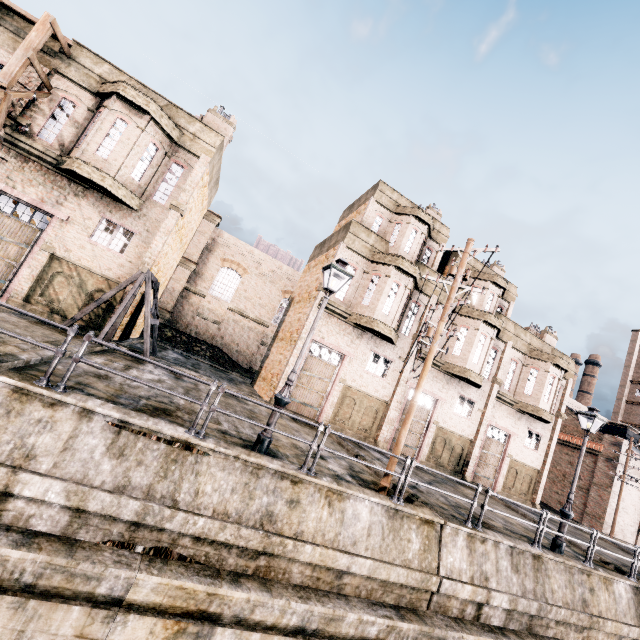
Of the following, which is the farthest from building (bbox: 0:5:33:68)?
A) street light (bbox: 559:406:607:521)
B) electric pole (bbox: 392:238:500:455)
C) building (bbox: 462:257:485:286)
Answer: street light (bbox: 559:406:607:521)

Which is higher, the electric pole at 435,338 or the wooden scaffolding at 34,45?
the wooden scaffolding at 34,45

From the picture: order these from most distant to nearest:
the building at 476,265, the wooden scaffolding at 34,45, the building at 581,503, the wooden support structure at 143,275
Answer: the building at 581,503, the building at 476,265, the wooden support structure at 143,275, the wooden scaffolding at 34,45

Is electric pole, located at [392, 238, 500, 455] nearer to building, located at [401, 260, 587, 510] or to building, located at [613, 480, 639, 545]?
building, located at [401, 260, 587, 510]

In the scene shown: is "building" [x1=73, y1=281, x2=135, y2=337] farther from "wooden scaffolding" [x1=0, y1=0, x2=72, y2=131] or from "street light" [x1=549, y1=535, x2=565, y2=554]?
"street light" [x1=549, y1=535, x2=565, y2=554]

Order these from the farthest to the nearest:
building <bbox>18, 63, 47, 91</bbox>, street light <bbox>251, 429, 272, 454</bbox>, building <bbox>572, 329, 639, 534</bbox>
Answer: building <bbox>572, 329, 639, 534</bbox>
building <bbox>18, 63, 47, 91</bbox>
street light <bbox>251, 429, 272, 454</bbox>

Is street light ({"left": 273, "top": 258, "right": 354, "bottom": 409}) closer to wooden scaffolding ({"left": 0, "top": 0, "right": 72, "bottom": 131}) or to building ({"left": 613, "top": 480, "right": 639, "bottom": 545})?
wooden scaffolding ({"left": 0, "top": 0, "right": 72, "bottom": 131})

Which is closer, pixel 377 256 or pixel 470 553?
pixel 470 553
